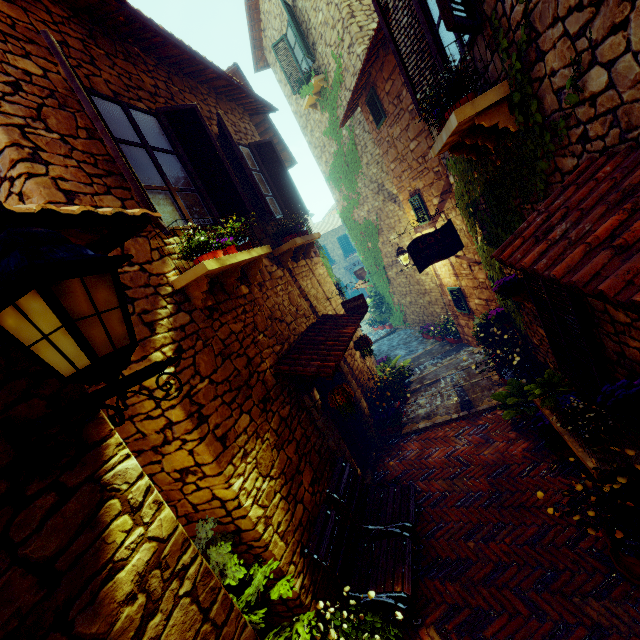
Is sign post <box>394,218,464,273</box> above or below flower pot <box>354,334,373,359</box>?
above

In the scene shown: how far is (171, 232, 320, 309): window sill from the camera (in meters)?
3.18

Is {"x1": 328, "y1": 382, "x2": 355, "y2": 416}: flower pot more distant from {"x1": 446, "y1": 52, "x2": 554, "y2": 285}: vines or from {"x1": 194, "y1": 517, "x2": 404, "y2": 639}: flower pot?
{"x1": 446, "y1": 52, "x2": 554, "y2": 285}: vines

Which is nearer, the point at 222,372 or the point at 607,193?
the point at 607,193

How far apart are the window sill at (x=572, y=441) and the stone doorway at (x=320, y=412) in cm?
277

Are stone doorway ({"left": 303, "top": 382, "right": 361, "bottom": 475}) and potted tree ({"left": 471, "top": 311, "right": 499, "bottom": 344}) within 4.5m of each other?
yes

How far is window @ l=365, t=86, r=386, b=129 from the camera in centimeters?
710cm

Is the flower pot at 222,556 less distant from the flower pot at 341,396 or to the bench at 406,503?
the bench at 406,503
